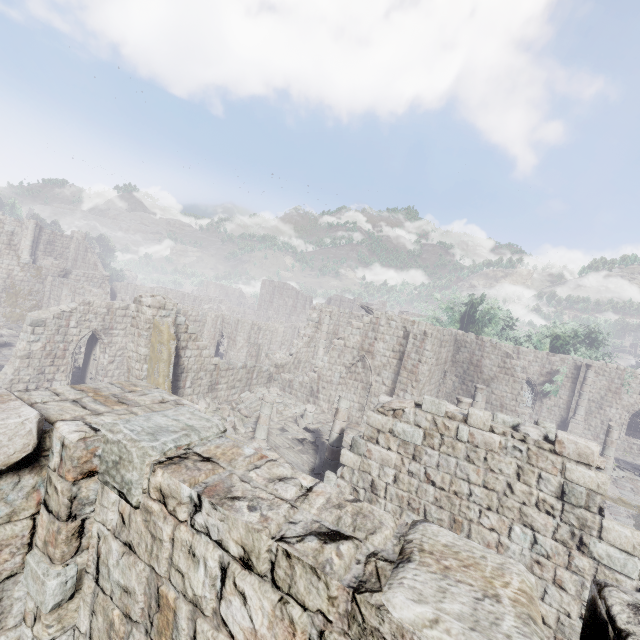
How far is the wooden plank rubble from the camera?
13.1 meters

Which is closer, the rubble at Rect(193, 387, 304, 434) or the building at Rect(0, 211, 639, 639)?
the building at Rect(0, 211, 639, 639)

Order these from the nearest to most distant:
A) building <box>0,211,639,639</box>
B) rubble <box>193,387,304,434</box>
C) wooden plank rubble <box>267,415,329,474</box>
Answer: building <box>0,211,639,639</box>, wooden plank rubble <box>267,415,329,474</box>, rubble <box>193,387,304,434</box>

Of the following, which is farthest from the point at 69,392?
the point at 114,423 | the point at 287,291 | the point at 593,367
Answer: the point at 287,291

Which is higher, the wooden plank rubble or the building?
the building

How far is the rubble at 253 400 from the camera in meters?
15.4

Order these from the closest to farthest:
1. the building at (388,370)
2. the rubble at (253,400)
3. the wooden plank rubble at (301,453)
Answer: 1. the building at (388,370)
2. the wooden plank rubble at (301,453)
3. the rubble at (253,400)

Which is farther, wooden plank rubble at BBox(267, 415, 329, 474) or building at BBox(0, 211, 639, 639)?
wooden plank rubble at BBox(267, 415, 329, 474)
